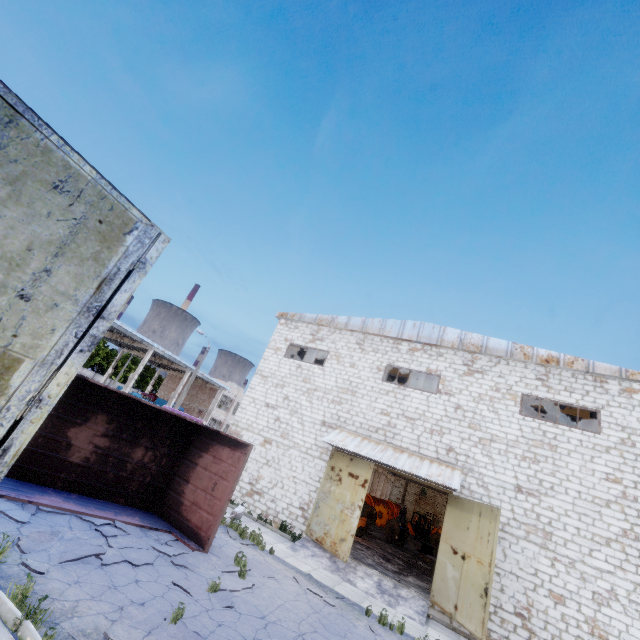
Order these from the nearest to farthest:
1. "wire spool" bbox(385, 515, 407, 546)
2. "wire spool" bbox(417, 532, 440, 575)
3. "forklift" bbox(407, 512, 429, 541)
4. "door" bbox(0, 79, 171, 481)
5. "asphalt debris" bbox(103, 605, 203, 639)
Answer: "door" bbox(0, 79, 171, 481) → "asphalt debris" bbox(103, 605, 203, 639) → "wire spool" bbox(417, 532, 440, 575) → "wire spool" bbox(385, 515, 407, 546) → "forklift" bbox(407, 512, 429, 541)

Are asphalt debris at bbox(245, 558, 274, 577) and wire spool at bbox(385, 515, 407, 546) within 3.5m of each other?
no

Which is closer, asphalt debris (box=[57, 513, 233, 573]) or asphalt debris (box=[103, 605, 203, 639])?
asphalt debris (box=[103, 605, 203, 639])

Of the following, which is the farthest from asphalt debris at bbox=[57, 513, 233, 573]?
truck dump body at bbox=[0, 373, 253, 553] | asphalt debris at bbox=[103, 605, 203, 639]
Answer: asphalt debris at bbox=[103, 605, 203, 639]

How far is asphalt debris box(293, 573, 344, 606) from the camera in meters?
9.4 m

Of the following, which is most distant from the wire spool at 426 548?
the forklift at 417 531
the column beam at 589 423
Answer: the column beam at 589 423

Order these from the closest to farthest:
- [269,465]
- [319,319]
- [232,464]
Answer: [232,464], [269,465], [319,319]

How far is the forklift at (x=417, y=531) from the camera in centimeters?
3288cm
